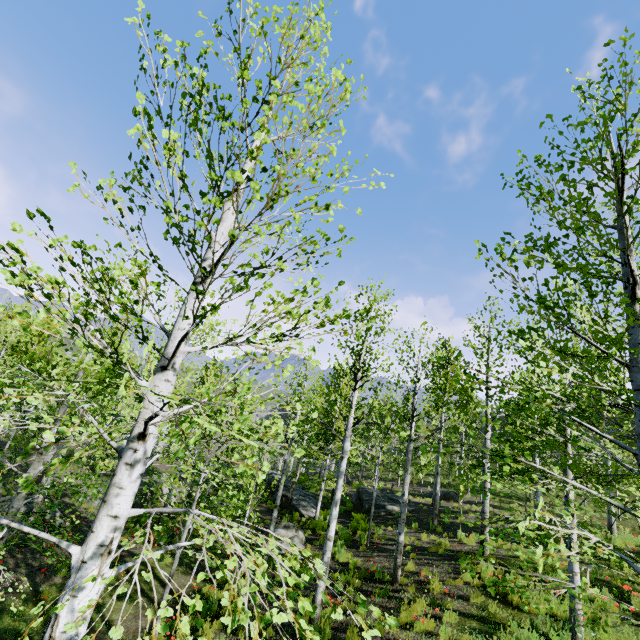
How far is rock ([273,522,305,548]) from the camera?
14.27m

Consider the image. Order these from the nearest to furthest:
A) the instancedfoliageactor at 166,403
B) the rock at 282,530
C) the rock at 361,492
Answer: the instancedfoliageactor at 166,403 < the rock at 282,530 < the rock at 361,492

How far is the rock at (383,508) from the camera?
20.22m

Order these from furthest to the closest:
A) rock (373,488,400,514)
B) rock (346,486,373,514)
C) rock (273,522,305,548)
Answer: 1. rock (346,486,373,514)
2. rock (373,488,400,514)
3. rock (273,522,305,548)

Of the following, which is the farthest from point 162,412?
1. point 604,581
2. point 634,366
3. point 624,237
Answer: point 604,581

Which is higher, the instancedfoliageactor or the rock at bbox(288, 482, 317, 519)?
the instancedfoliageactor
